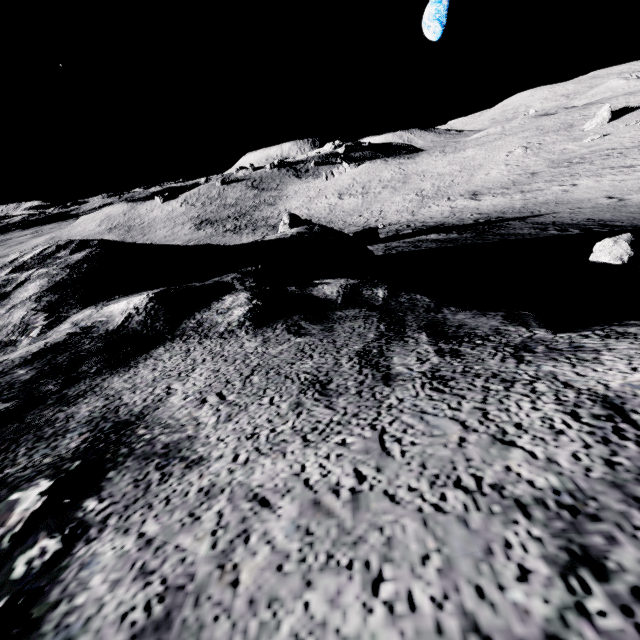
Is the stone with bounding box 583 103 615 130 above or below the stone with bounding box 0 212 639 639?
below

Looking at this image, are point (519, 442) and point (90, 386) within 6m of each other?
yes

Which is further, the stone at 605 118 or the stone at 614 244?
the stone at 605 118

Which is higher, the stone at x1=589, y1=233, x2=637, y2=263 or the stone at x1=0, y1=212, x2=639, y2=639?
the stone at x1=0, y1=212, x2=639, y2=639

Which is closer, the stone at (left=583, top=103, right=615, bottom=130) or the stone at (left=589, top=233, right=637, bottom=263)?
the stone at (left=589, top=233, right=637, bottom=263)

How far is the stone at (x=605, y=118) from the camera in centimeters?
4184cm

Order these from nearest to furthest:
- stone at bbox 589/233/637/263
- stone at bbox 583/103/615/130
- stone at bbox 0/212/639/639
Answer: stone at bbox 0/212/639/639
stone at bbox 589/233/637/263
stone at bbox 583/103/615/130

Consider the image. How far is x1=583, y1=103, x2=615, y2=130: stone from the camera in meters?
41.8
